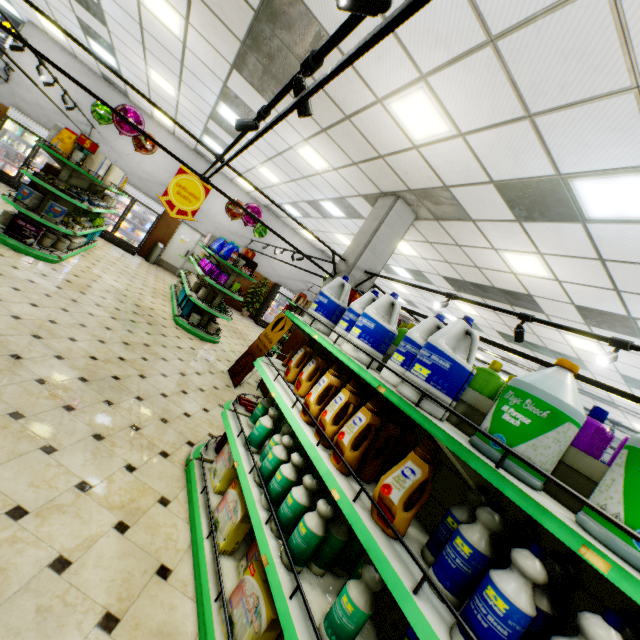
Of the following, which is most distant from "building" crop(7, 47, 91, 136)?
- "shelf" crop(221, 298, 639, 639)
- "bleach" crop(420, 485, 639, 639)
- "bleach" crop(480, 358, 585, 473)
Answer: "bleach" crop(480, 358, 585, 473)

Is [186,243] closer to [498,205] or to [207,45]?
[207,45]

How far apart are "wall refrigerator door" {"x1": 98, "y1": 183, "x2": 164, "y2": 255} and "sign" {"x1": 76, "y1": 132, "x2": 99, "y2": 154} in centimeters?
650cm

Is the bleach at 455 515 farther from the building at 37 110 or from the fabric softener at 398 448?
the building at 37 110

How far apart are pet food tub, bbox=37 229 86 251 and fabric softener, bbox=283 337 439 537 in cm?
722

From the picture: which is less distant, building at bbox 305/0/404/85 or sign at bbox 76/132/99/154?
building at bbox 305/0/404/85

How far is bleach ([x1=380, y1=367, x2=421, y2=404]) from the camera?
1.71m

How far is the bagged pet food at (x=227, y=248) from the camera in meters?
→ 8.1
